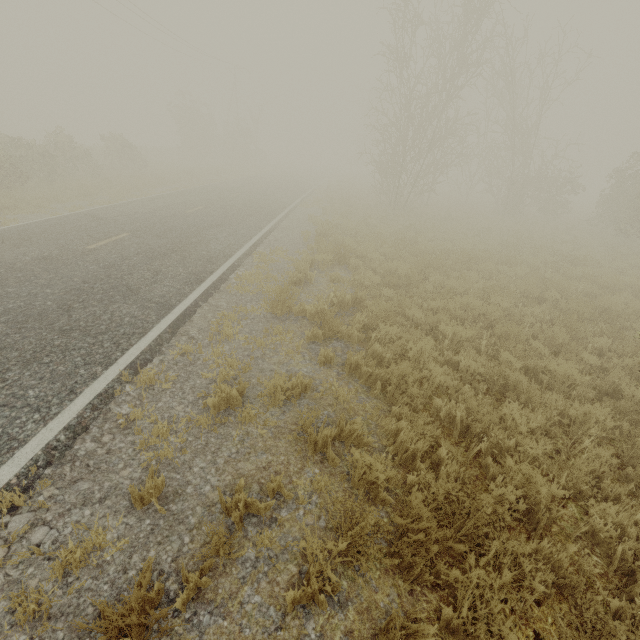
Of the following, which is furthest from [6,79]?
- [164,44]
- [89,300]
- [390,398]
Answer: [390,398]
